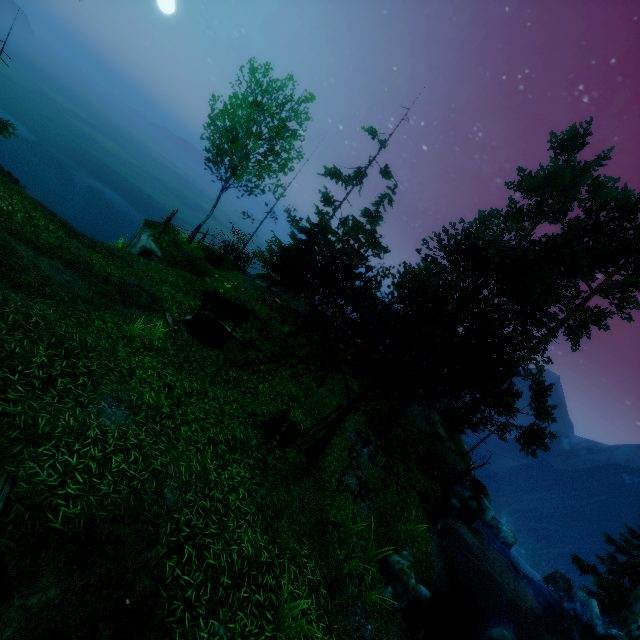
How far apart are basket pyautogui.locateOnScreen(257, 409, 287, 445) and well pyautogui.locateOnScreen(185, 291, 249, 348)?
3.94m

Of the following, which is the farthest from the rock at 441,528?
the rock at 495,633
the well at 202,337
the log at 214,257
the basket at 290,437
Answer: the log at 214,257

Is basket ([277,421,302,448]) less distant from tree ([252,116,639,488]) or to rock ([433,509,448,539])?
tree ([252,116,639,488])

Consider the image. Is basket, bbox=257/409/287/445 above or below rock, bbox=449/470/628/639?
above

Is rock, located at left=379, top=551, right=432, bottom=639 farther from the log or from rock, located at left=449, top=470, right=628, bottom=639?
the log

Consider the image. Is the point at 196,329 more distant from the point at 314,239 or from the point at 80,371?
the point at 314,239

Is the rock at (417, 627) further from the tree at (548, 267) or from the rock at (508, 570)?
the rock at (508, 570)

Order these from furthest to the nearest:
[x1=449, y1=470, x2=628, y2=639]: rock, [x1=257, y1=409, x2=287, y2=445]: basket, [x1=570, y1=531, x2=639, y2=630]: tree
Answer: [x1=570, y1=531, x2=639, y2=630]: tree < [x1=449, y1=470, x2=628, y2=639]: rock < [x1=257, y1=409, x2=287, y2=445]: basket
